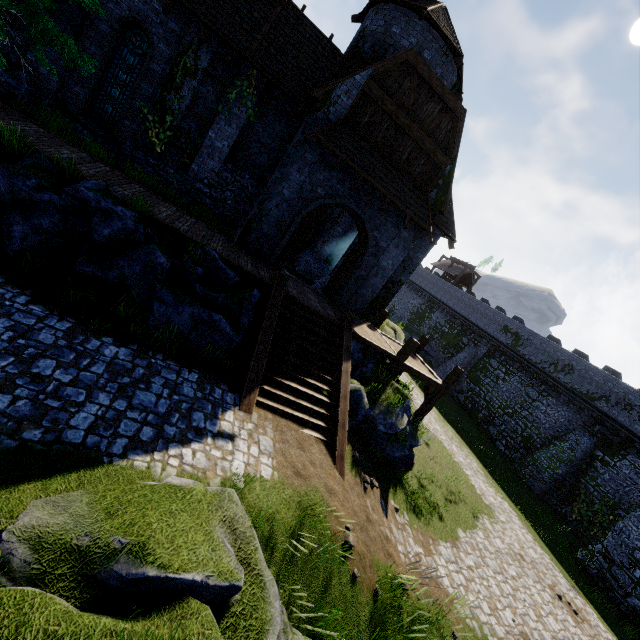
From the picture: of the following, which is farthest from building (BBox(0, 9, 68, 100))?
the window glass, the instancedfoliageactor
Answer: the instancedfoliageactor

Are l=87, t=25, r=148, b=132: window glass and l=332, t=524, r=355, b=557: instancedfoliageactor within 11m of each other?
no

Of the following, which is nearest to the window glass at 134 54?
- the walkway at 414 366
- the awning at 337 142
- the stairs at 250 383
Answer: the awning at 337 142

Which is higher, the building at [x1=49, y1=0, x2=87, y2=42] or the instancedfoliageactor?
the building at [x1=49, y1=0, x2=87, y2=42]

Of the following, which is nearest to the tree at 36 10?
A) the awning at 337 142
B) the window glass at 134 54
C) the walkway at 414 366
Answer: the window glass at 134 54

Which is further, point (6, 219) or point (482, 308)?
point (482, 308)

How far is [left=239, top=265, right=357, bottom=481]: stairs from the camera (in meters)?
8.59

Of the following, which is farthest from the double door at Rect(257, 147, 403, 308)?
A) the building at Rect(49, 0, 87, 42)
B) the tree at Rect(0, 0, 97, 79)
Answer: the tree at Rect(0, 0, 97, 79)
